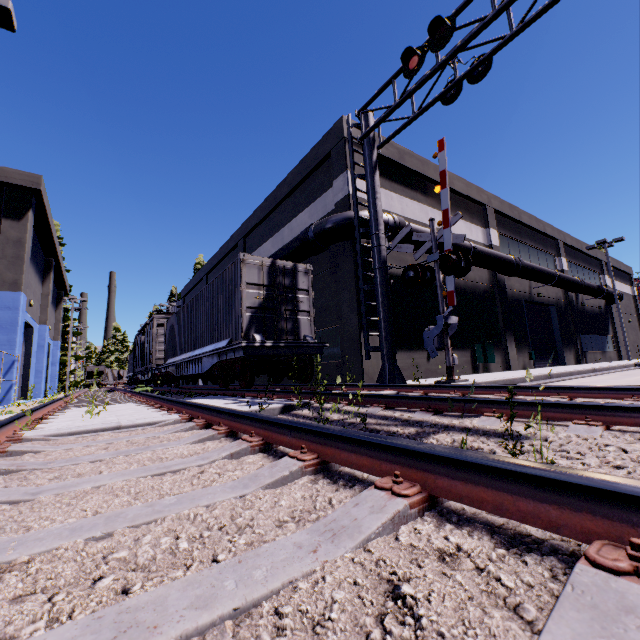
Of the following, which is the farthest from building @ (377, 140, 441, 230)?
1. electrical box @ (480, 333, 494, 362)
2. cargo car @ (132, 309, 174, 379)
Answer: cargo car @ (132, 309, 174, 379)

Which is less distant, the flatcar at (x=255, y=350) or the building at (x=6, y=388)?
the flatcar at (x=255, y=350)

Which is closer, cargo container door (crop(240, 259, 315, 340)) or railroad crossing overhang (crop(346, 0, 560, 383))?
railroad crossing overhang (crop(346, 0, 560, 383))

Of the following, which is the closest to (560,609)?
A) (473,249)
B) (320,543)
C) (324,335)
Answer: (320,543)

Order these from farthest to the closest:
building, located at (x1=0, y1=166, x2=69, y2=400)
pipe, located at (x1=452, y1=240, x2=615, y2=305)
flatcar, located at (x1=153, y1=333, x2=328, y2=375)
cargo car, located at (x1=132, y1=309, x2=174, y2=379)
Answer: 1. cargo car, located at (x1=132, y1=309, x2=174, y2=379)
2. pipe, located at (x1=452, y1=240, x2=615, y2=305)
3. building, located at (x1=0, y1=166, x2=69, y2=400)
4. flatcar, located at (x1=153, y1=333, x2=328, y2=375)

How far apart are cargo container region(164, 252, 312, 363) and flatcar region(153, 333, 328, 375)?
0.0m

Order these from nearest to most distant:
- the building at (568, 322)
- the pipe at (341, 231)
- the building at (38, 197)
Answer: the pipe at (341, 231) < the building at (38, 197) < the building at (568, 322)

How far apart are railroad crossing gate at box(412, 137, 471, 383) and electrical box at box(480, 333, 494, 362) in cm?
727
